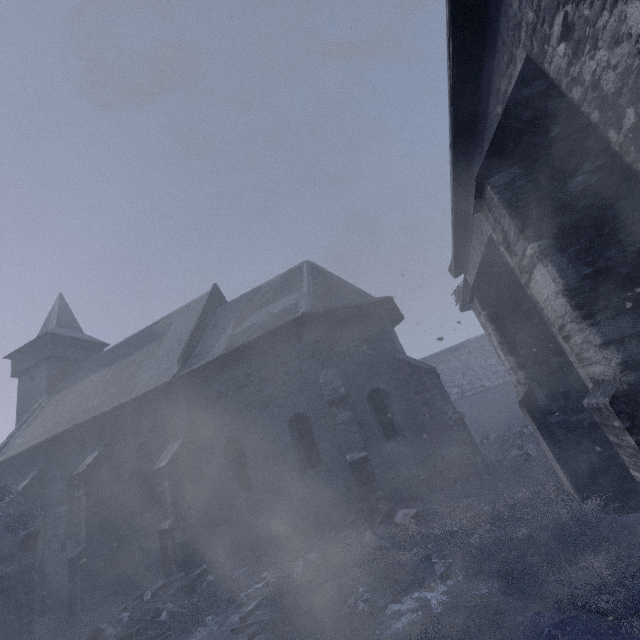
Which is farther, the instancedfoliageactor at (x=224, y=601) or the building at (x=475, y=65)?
the instancedfoliageactor at (x=224, y=601)

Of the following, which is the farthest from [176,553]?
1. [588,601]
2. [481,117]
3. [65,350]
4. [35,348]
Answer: [35,348]

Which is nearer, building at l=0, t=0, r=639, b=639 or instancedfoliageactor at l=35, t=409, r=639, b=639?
building at l=0, t=0, r=639, b=639

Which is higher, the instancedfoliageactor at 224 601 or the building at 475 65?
the building at 475 65

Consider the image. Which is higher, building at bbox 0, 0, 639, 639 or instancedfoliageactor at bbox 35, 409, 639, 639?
building at bbox 0, 0, 639, 639
